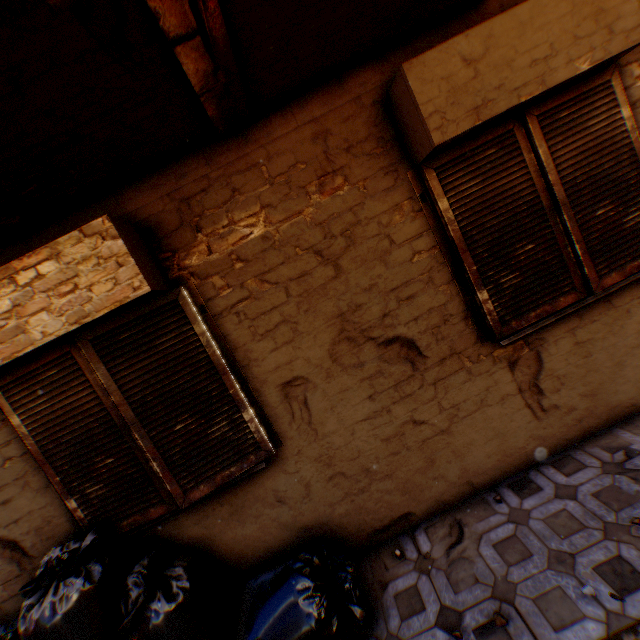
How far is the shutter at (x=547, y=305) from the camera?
2.5 meters

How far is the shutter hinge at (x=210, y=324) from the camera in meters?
2.6

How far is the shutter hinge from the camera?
2.6m

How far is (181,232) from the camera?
2.5 meters

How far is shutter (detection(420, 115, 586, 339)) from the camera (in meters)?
2.49

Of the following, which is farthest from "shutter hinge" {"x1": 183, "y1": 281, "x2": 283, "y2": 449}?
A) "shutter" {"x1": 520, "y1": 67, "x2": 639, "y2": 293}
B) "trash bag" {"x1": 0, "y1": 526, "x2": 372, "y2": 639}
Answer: "trash bag" {"x1": 0, "y1": 526, "x2": 372, "y2": 639}

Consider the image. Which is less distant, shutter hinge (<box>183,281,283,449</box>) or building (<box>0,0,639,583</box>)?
building (<box>0,0,639,583</box>)
